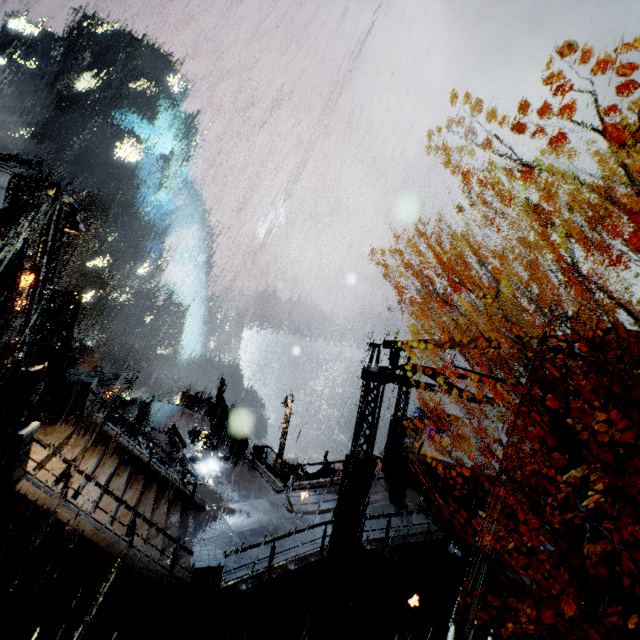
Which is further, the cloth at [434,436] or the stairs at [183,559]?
the cloth at [434,436]

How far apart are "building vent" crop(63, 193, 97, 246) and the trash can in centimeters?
6739cm

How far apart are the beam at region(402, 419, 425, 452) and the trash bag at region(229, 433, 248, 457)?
8.5 meters

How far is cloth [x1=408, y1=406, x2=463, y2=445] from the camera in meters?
26.5 m

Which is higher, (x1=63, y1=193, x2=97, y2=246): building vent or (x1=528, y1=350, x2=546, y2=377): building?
(x1=63, y1=193, x2=97, y2=246): building vent

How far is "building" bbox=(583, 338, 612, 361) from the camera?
10.5m

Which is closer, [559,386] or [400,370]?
[400,370]

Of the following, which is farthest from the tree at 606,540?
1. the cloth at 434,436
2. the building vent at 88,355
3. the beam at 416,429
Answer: the building vent at 88,355
